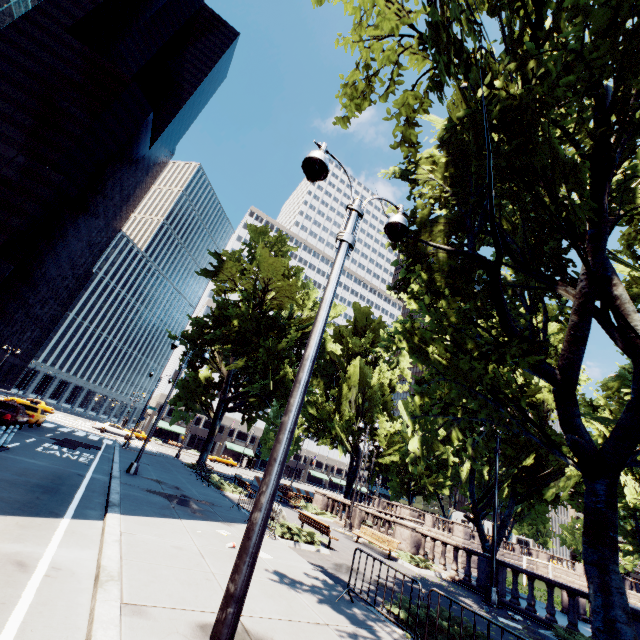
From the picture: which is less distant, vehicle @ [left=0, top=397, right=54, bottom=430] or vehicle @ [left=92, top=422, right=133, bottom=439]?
vehicle @ [left=0, top=397, right=54, bottom=430]

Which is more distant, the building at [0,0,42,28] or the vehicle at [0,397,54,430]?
the building at [0,0,42,28]

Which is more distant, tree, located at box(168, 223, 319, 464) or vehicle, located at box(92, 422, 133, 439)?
vehicle, located at box(92, 422, 133, 439)

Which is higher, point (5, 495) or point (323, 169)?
point (323, 169)

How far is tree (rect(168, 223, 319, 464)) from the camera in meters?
26.2

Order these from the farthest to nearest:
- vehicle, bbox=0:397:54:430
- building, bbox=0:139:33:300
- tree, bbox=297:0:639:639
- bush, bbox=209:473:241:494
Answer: building, bbox=0:139:33:300 → bush, bbox=209:473:241:494 → vehicle, bbox=0:397:54:430 → tree, bbox=297:0:639:639

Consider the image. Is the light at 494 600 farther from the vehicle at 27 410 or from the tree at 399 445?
the vehicle at 27 410

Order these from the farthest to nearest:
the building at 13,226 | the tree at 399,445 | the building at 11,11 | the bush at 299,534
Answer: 1. the building at 13,226
2. the building at 11,11
3. the bush at 299,534
4. the tree at 399,445
